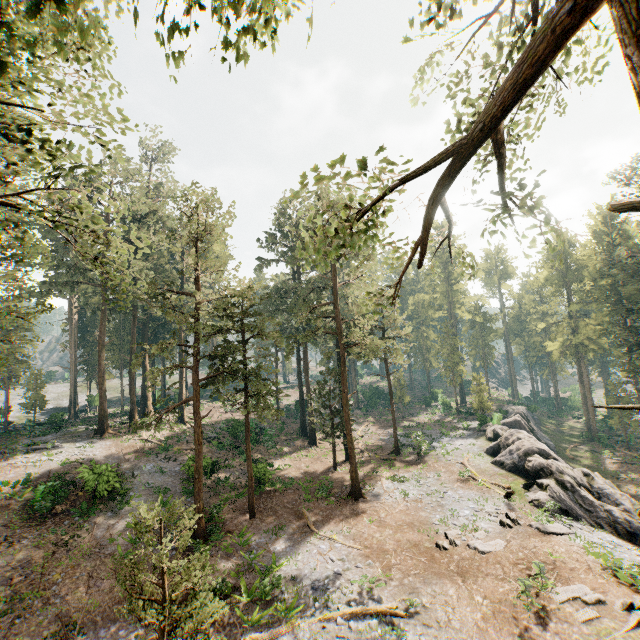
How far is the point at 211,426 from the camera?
40.6 meters

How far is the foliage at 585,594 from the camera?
13.4 meters

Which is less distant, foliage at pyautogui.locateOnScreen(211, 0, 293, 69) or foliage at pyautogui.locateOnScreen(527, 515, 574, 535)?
foliage at pyautogui.locateOnScreen(211, 0, 293, 69)

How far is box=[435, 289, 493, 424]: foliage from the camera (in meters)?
43.12

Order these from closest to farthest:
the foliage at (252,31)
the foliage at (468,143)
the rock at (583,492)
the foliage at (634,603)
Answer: the foliage at (252,31) → the foliage at (468,143) → the foliage at (634,603) → the rock at (583,492)

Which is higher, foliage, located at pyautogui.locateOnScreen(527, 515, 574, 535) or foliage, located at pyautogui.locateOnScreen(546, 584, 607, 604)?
foliage, located at pyautogui.locateOnScreen(546, 584, 607, 604)

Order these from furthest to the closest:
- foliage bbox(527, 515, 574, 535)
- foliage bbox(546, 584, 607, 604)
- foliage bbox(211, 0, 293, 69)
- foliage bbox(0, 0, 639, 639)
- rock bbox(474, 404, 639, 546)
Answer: rock bbox(474, 404, 639, 546) < foliage bbox(527, 515, 574, 535) < foliage bbox(546, 584, 607, 604) < foliage bbox(0, 0, 639, 639) < foliage bbox(211, 0, 293, 69)
